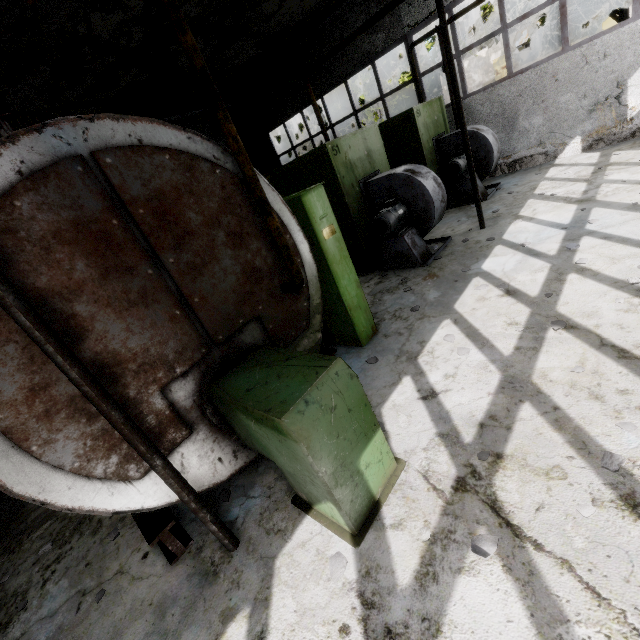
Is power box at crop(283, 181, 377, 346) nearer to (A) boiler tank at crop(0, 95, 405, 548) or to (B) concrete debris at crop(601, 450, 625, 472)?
(A) boiler tank at crop(0, 95, 405, 548)

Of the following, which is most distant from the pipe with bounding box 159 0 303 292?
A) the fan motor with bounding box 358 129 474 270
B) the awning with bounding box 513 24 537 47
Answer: the awning with bounding box 513 24 537 47

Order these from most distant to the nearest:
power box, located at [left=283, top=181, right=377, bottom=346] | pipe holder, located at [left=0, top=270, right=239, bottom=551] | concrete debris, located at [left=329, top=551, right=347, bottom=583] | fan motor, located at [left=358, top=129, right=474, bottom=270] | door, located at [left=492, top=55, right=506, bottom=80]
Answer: door, located at [left=492, top=55, right=506, bottom=80] → fan motor, located at [left=358, top=129, right=474, bottom=270] → power box, located at [left=283, top=181, right=377, bottom=346] → concrete debris, located at [left=329, top=551, right=347, bottom=583] → pipe holder, located at [left=0, top=270, right=239, bottom=551]

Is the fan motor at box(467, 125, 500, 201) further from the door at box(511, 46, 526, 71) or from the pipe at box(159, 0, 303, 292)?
the door at box(511, 46, 526, 71)

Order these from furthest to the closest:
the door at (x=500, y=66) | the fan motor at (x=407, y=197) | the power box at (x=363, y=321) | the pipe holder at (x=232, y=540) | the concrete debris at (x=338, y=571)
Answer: the door at (x=500, y=66) < the fan motor at (x=407, y=197) < the power box at (x=363, y=321) < the concrete debris at (x=338, y=571) < the pipe holder at (x=232, y=540)

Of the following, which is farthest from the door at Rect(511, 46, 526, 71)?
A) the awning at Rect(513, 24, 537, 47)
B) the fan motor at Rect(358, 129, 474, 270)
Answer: the fan motor at Rect(358, 129, 474, 270)

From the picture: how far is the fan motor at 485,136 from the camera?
8.8m

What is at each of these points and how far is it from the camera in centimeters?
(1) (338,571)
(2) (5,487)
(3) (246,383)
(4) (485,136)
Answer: (1) concrete debris, 246cm
(2) boiler tank, 228cm
(3) boiler tank, 285cm
(4) fan motor, 871cm
